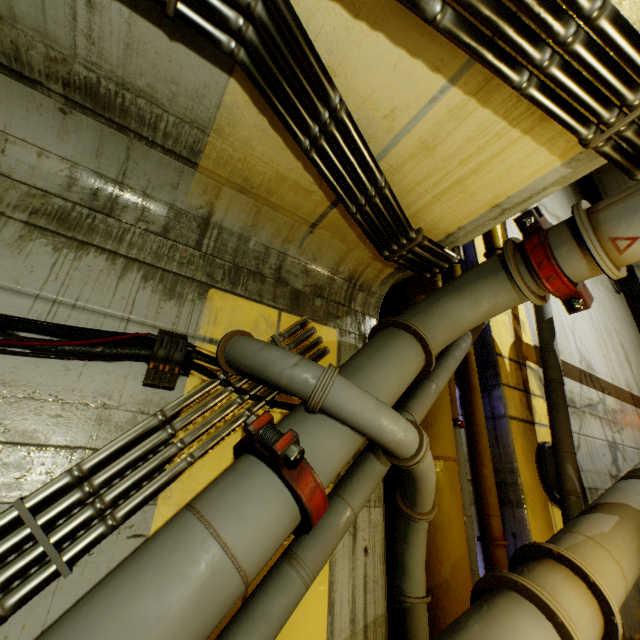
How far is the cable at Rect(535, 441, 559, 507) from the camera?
4.3 meters

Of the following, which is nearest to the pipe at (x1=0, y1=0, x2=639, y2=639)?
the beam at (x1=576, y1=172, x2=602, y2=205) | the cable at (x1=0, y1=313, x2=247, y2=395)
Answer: the cable at (x1=0, y1=313, x2=247, y2=395)

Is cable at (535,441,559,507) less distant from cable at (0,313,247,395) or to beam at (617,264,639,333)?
cable at (0,313,247,395)

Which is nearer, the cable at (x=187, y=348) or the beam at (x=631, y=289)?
the cable at (x=187, y=348)

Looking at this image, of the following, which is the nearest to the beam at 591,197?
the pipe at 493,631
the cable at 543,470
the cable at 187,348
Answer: the pipe at 493,631

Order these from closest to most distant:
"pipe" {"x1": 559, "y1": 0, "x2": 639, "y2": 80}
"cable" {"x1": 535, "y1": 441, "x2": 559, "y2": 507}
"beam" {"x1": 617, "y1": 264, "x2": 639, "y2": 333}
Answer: "pipe" {"x1": 559, "y1": 0, "x2": 639, "y2": 80} → "cable" {"x1": 535, "y1": 441, "x2": 559, "y2": 507} → "beam" {"x1": 617, "y1": 264, "x2": 639, "y2": 333}

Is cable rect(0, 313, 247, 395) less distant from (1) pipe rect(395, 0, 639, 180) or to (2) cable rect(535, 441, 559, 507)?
(1) pipe rect(395, 0, 639, 180)

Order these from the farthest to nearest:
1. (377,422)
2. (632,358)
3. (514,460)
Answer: (632,358) → (514,460) → (377,422)
